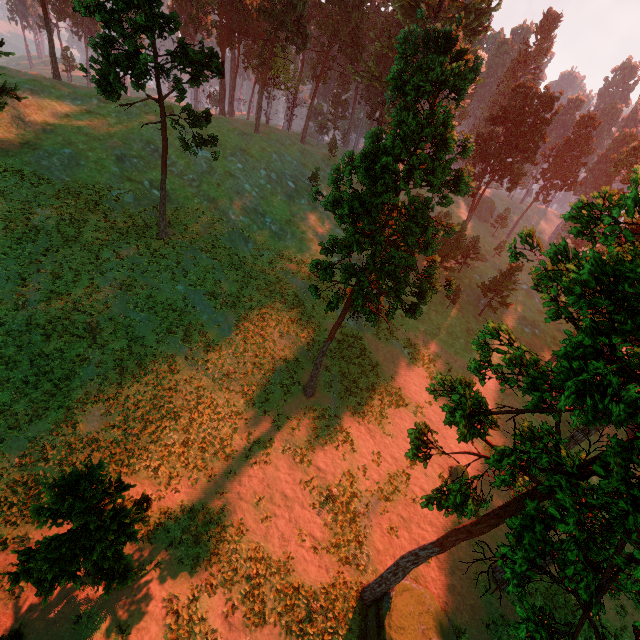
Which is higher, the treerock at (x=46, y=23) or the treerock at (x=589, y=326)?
the treerock at (x=46, y=23)

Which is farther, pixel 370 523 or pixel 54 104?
pixel 54 104

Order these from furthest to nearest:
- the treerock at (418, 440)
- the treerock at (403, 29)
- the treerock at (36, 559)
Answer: the treerock at (403, 29)
the treerock at (36, 559)
the treerock at (418, 440)

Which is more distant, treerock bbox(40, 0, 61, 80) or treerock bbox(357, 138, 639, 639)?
treerock bbox(40, 0, 61, 80)

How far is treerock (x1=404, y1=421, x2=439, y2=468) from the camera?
9.50m

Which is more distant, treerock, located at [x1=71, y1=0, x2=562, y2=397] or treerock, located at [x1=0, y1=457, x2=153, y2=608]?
treerock, located at [x1=71, y1=0, x2=562, y2=397]
